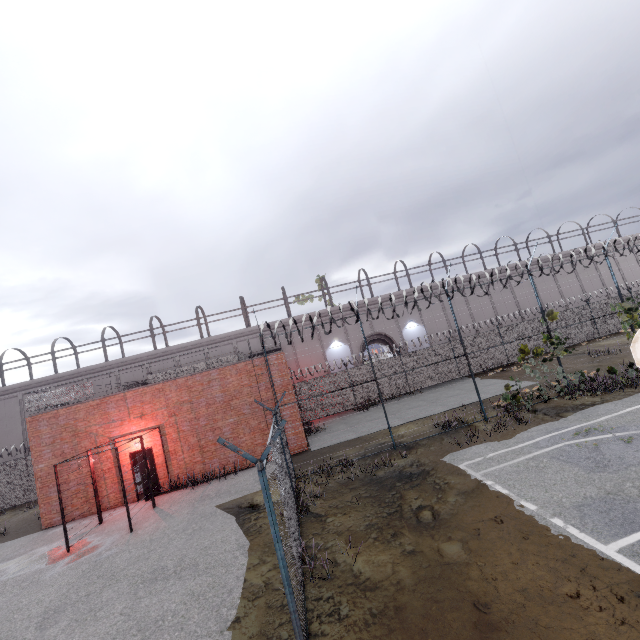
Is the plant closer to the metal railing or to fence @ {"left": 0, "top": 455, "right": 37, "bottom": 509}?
fence @ {"left": 0, "top": 455, "right": 37, "bottom": 509}

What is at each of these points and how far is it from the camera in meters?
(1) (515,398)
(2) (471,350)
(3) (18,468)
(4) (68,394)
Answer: (1) plant, 13.2 m
(2) fence, 23.8 m
(3) fence, 19.7 m
(4) metal railing, 15.1 m

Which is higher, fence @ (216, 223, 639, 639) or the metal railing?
the metal railing

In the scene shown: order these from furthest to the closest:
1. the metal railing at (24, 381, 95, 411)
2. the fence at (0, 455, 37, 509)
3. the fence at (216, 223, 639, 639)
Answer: the fence at (0, 455, 37, 509) → the metal railing at (24, 381, 95, 411) → the fence at (216, 223, 639, 639)

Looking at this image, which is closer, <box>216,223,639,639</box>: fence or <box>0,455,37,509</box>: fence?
<box>216,223,639,639</box>: fence

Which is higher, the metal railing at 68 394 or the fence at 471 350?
the metal railing at 68 394

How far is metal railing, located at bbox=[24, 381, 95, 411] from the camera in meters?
14.9 m

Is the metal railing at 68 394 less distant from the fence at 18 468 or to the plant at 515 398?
the fence at 18 468
